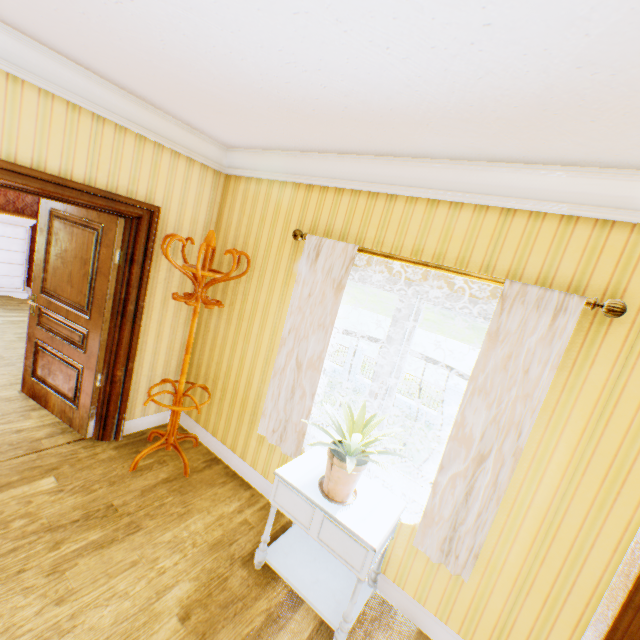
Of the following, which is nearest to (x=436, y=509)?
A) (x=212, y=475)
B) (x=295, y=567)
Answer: (x=295, y=567)

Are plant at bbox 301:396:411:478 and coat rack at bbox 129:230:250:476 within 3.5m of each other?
yes

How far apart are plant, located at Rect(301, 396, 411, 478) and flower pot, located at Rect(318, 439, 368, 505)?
0.0 meters

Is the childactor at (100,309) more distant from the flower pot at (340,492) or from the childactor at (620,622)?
the childactor at (620,622)

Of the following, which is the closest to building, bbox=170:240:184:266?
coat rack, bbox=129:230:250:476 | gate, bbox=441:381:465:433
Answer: coat rack, bbox=129:230:250:476

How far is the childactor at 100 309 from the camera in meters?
3.0

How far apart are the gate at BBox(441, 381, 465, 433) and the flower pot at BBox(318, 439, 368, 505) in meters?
14.5 m

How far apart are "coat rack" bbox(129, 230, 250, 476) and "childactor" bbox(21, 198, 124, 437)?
0.51m
